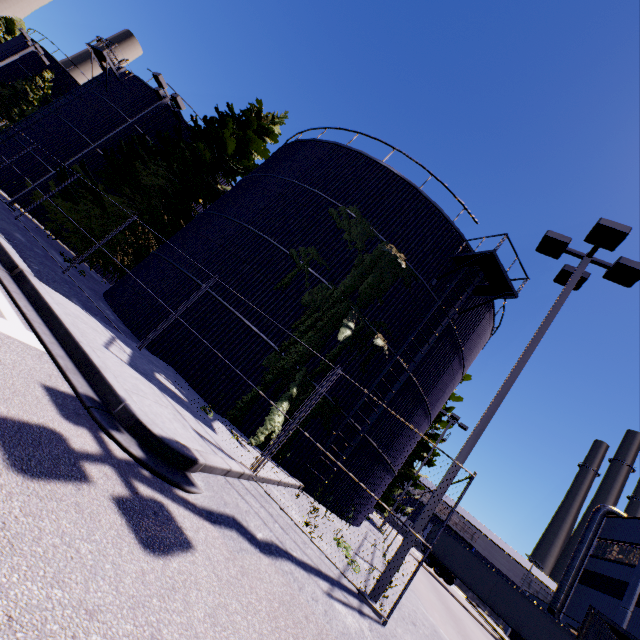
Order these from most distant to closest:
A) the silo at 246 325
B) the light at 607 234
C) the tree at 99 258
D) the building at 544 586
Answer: the building at 544 586 < the tree at 99 258 < the silo at 246 325 < the light at 607 234

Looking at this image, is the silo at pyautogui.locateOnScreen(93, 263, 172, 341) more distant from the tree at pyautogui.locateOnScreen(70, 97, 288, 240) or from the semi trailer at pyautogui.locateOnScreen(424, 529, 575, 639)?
the semi trailer at pyautogui.locateOnScreen(424, 529, 575, 639)

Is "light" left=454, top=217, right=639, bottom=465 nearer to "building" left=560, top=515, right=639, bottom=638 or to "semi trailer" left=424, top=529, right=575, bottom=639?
"semi trailer" left=424, top=529, right=575, bottom=639

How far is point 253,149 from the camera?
20.7 meters

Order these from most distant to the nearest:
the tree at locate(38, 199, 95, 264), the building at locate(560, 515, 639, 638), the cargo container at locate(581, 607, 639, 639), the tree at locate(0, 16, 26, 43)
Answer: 1. the tree at locate(0, 16, 26, 43)
2. the building at locate(560, 515, 639, 638)
3. the tree at locate(38, 199, 95, 264)
4. the cargo container at locate(581, 607, 639, 639)

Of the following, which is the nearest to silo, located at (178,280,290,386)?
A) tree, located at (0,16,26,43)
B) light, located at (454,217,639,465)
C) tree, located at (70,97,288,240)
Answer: tree, located at (70,97,288,240)

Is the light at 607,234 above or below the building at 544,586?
above

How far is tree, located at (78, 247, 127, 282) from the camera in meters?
16.3 m
